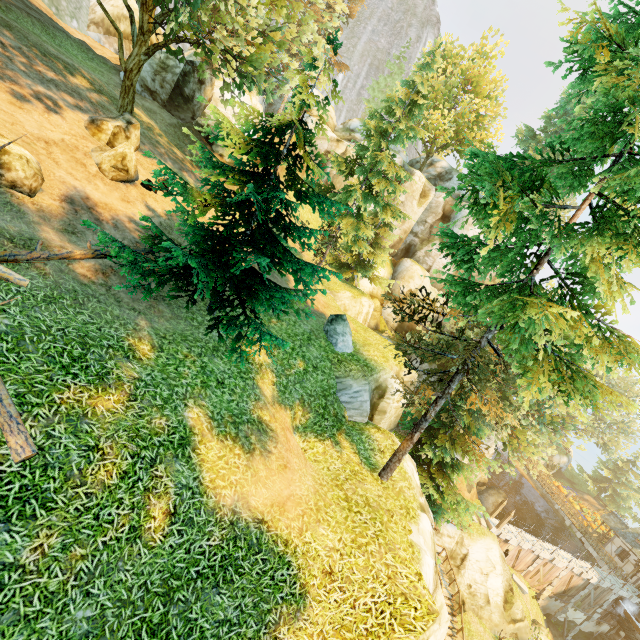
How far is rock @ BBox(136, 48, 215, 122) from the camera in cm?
2173

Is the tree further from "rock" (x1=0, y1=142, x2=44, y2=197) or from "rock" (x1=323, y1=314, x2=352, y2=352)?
"rock" (x1=323, y1=314, x2=352, y2=352)

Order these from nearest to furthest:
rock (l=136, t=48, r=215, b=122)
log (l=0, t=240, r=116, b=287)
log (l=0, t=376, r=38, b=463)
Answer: log (l=0, t=376, r=38, b=463) < log (l=0, t=240, r=116, b=287) < rock (l=136, t=48, r=215, b=122)

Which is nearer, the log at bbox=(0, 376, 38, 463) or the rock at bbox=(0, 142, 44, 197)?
the log at bbox=(0, 376, 38, 463)

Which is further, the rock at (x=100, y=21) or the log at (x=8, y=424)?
the rock at (x=100, y=21)

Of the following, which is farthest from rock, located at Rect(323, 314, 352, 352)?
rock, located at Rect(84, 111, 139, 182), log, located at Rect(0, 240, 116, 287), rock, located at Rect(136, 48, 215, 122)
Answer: rock, located at Rect(136, 48, 215, 122)

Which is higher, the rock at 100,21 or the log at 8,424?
the rock at 100,21

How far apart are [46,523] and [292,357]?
9.11m
